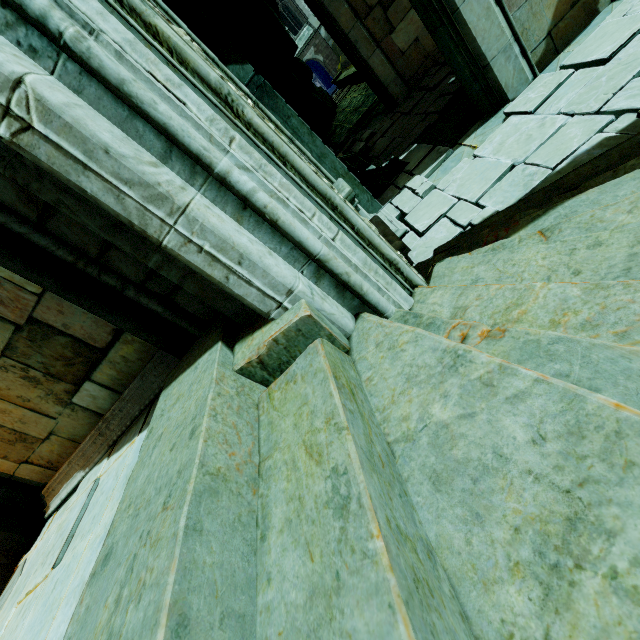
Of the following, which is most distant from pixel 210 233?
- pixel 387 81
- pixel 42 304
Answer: pixel 387 81

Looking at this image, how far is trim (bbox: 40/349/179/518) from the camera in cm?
323

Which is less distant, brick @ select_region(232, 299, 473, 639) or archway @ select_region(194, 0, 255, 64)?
brick @ select_region(232, 299, 473, 639)

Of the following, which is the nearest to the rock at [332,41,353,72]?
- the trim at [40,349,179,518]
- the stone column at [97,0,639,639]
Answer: the stone column at [97,0,639,639]

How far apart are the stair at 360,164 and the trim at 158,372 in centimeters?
576cm

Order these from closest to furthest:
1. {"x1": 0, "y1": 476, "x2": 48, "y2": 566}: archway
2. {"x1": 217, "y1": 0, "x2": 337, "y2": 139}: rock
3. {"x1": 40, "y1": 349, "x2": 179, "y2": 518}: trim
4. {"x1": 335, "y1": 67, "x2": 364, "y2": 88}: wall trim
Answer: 1. {"x1": 40, "y1": 349, "x2": 179, "y2": 518}: trim
2. {"x1": 0, "y1": 476, "x2": 48, "y2": 566}: archway
3. {"x1": 217, "y1": 0, "x2": 337, "y2": 139}: rock
4. {"x1": 335, "y1": 67, "x2": 364, "y2": 88}: wall trim

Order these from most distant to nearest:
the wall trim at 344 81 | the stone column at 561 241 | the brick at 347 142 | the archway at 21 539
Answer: the wall trim at 344 81
the brick at 347 142
the archway at 21 539
the stone column at 561 241

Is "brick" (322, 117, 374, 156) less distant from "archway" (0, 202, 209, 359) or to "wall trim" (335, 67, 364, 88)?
"wall trim" (335, 67, 364, 88)
